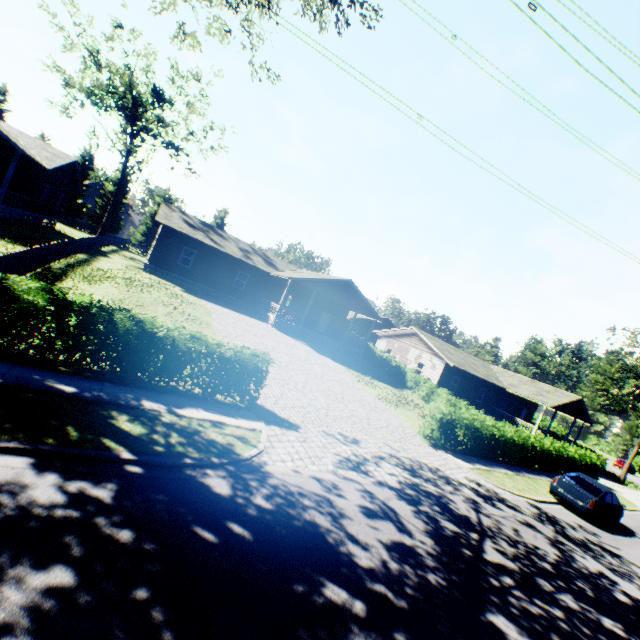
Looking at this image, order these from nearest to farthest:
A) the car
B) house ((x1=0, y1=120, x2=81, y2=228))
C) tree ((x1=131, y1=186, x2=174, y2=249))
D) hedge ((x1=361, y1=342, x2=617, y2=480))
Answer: the car < hedge ((x1=361, y1=342, x2=617, y2=480)) < house ((x1=0, y1=120, x2=81, y2=228)) < tree ((x1=131, y1=186, x2=174, y2=249))

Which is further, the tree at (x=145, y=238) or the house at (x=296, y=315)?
the tree at (x=145, y=238)

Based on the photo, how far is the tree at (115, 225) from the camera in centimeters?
3344cm

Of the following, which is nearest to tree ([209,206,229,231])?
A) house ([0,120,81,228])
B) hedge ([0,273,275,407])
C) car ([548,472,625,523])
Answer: → house ([0,120,81,228])

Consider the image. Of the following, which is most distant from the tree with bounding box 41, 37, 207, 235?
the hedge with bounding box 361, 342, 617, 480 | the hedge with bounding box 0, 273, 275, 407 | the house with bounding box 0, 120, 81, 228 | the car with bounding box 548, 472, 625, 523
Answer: the hedge with bounding box 361, 342, 617, 480

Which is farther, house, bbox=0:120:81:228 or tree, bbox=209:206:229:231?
tree, bbox=209:206:229:231

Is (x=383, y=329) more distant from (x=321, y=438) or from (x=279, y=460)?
(x=279, y=460)

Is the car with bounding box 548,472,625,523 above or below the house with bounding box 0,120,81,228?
below
